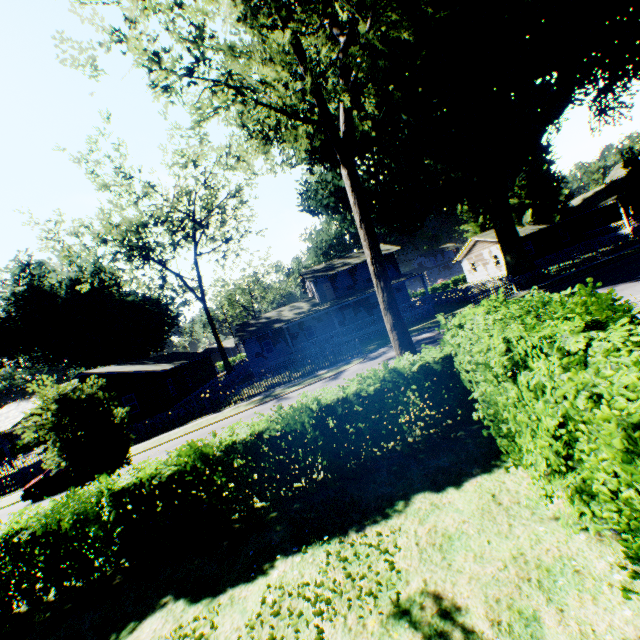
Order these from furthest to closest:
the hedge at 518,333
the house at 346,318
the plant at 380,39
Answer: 1. the house at 346,318
2. the plant at 380,39
3. the hedge at 518,333

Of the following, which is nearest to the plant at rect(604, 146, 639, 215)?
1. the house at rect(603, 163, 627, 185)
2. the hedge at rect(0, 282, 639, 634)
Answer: the house at rect(603, 163, 627, 185)

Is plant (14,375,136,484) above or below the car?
above

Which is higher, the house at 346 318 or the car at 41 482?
the house at 346 318

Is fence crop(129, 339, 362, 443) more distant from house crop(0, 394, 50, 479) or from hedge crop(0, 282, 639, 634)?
hedge crop(0, 282, 639, 634)

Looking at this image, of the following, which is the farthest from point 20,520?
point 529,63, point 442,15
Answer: point 529,63

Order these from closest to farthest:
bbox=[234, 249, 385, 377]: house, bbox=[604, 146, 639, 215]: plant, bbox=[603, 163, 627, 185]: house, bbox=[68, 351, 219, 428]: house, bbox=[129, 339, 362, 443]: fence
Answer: bbox=[129, 339, 362, 443]: fence < bbox=[604, 146, 639, 215]: plant < bbox=[68, 351, 219, 428]: house < bbox=[234, 249, 385, 377]: house < bbox=[603, 163, 627, 185]: house

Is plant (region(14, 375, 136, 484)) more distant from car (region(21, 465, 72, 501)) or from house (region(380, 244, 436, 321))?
car (region(21, 465, 72, 501))
